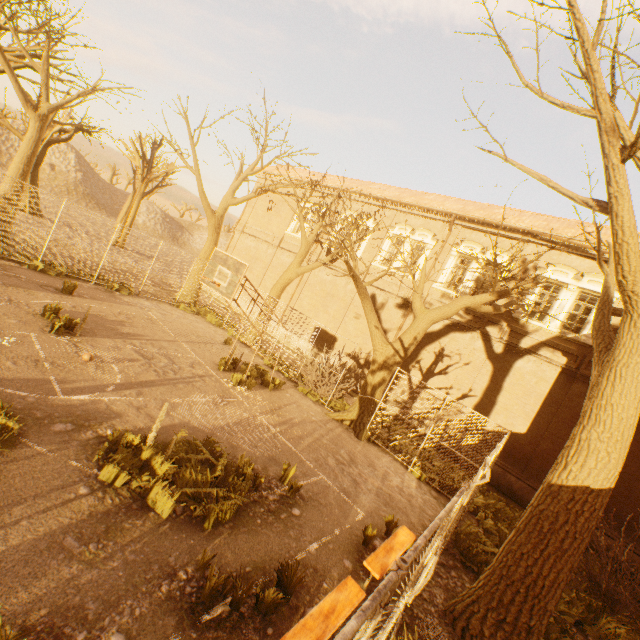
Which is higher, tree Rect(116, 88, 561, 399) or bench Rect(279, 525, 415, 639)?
tree Rect(116, 88, 561, 399)

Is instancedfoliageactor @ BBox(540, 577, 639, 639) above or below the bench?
below

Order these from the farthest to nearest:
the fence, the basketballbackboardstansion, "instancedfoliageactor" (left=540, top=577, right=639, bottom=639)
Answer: the basketballbackboardstansion, "instancedfoliageactor" (left=540, top=577, right=639, bottom=639), the fence

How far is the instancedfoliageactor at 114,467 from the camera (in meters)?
4.98

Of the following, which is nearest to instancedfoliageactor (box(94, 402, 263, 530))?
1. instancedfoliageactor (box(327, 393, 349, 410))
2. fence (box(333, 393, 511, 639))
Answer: fence (box(333, 393, 511, 639))

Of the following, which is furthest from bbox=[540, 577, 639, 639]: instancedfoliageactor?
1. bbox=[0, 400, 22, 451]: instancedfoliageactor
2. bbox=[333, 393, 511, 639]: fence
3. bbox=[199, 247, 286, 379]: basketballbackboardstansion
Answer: bbox=[0, 400, 22, 451]: instancedfoliageactor

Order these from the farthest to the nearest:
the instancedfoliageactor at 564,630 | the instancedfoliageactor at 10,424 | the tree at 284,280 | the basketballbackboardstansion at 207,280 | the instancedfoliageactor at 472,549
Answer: the tree at 284,280, the basketballbackboardstansion at 207,280, the instancedfoliageactor at 472,549, the instancedfoliageactor at 564,630, the instancedfoliageactor at 10,424

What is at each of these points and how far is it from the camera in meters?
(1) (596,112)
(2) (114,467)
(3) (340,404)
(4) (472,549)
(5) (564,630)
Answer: (1) tree, 4.9 m
(2) instancedfoliageactor, 4.9 m
(3) instancedfoliageactor, 13.6 m
(4) instancedfoliageactor, 7.6 m
(5) instancedfoliageactor, 6.6 m
